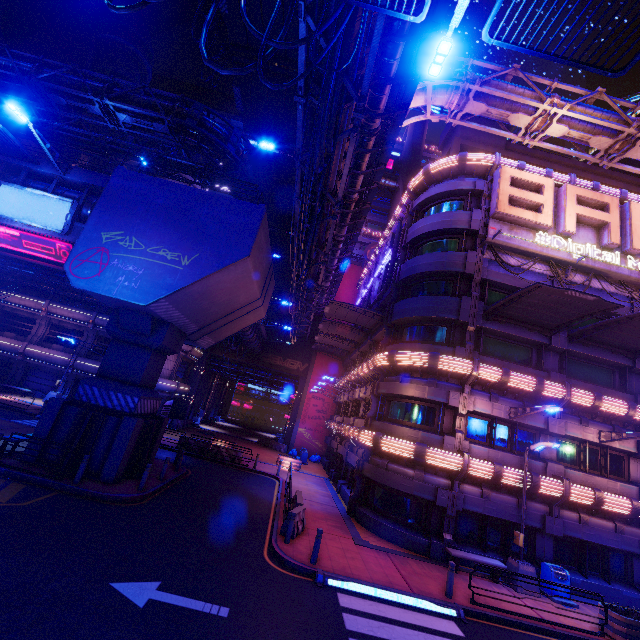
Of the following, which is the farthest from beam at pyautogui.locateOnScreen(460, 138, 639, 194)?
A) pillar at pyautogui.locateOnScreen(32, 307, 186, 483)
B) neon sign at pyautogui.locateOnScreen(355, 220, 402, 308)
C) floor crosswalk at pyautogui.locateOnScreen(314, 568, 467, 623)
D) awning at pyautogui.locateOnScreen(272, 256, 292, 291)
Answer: floor crosswalk at pyautogui.locateOnScreen(314, 568, 467, 623)

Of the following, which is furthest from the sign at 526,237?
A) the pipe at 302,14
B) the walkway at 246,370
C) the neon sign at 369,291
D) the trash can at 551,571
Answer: the walkway at 246,370

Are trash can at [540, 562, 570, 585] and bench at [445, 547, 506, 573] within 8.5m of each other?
yes

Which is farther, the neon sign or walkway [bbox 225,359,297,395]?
walkway [bbox 225,359,297,395]

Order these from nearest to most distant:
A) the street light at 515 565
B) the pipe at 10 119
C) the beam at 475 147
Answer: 1. the street light at 515 565
2. the beam at 475 147
3. the pipe at 10 119

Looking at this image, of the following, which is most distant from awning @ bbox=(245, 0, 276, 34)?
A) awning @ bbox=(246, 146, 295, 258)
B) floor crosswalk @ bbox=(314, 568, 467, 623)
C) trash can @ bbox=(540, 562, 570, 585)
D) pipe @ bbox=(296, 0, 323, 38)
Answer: trash can @ bbox=(540, 562, 570, 585)

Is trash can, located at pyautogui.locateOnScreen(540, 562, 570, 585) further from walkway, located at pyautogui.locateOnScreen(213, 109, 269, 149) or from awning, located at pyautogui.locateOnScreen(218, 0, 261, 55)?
walkway, located at pyautogui.locateOnScreen(213, 109, 269, 149)

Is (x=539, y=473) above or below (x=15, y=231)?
below
